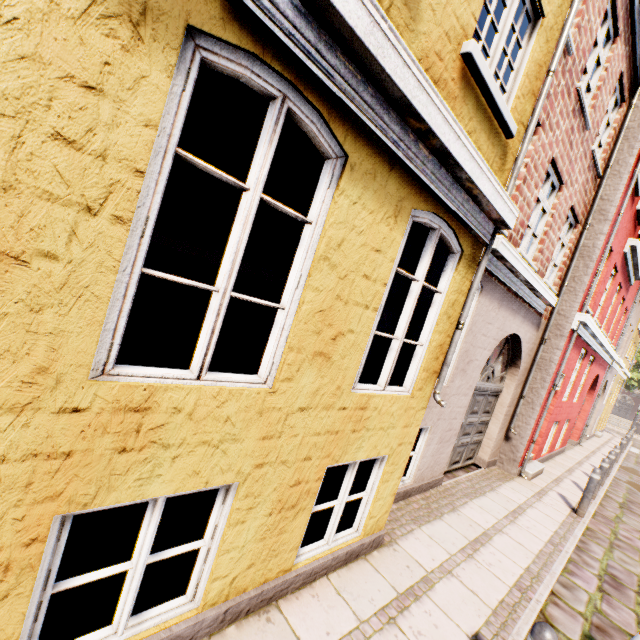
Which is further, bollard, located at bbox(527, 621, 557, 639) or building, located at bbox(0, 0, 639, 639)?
bollard, located at bbox(527, 621, 557, 639)

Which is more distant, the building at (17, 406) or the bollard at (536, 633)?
the bollard at (536, 633)

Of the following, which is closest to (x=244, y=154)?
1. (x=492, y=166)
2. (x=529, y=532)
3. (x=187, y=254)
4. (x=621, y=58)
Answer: (x=187, y=254)
